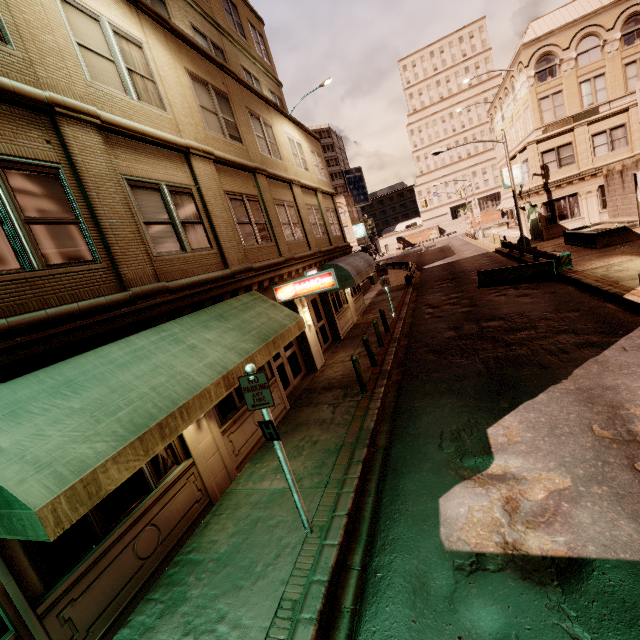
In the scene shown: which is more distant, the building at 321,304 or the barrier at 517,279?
the barrier at 517,279

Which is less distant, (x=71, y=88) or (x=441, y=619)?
(x=441, y=619)

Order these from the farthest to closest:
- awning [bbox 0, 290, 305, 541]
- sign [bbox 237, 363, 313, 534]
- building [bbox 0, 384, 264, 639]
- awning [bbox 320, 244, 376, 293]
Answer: awning [bbox 320, 244, 376, 293], sign [bbox 237, 363, 313, 534], building [bbox 0, 384, 264, 639], awning [bbox 0, 290, 305, 541]

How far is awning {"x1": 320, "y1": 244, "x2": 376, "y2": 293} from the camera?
15.86m

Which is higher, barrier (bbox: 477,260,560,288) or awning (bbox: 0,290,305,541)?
awning (bbox: 0,290,305,541)

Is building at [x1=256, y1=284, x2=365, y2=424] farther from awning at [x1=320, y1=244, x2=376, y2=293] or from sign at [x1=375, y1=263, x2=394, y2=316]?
sign at [x1=375, y1=263, x2=394, y2=316]

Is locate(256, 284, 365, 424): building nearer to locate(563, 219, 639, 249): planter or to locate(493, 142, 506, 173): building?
locate(563, 219, 639, 249): planter

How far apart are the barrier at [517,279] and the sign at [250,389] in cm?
1642
